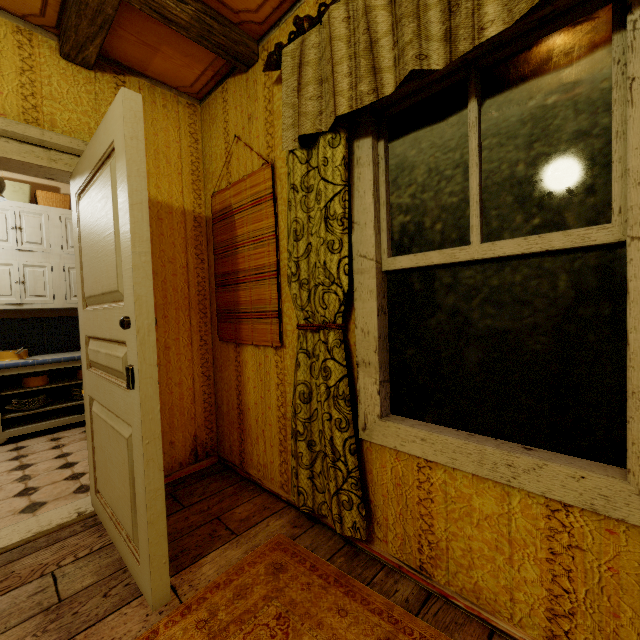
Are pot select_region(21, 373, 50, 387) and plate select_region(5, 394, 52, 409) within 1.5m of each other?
yes

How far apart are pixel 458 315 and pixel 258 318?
1.25m

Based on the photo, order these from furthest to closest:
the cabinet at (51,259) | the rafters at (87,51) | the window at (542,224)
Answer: the cabinet at (51,259) → the rafters at (87,51) → the window at (542,224)

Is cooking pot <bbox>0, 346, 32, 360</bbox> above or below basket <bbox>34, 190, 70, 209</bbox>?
below

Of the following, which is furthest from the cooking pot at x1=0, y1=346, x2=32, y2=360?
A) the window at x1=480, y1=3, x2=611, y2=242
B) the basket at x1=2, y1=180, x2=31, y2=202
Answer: the window at x1=480, y1=3, x2=611, y2=242

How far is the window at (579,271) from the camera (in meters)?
1.02

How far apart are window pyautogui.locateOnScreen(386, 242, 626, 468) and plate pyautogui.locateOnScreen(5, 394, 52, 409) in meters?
3.8 m

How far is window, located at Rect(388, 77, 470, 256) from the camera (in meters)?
1.30
